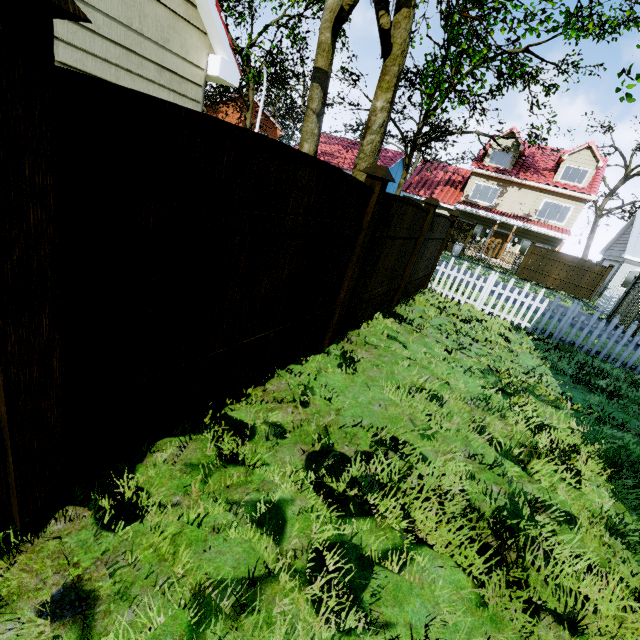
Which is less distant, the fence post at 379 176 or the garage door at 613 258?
the fence post at 379 176

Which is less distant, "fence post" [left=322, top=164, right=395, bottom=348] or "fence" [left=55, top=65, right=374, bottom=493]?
"fence" [left=55, top=65, right=374, bottom=493]

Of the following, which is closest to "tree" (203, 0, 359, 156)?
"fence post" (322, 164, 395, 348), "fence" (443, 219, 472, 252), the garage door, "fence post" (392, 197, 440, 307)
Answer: "fence post" (392, 197, 440, 307)

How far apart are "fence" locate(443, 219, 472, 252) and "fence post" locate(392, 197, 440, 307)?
19.14m

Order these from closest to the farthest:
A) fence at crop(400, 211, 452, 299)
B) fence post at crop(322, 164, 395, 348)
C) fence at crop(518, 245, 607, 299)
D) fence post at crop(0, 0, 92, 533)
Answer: fence post at crop(0, 0, 92, 533) → fence post at crop(322, 164, 395, 348) → fence at crop(400, 211, 452, 299) → fence at crop(518, 245, 607, 299)

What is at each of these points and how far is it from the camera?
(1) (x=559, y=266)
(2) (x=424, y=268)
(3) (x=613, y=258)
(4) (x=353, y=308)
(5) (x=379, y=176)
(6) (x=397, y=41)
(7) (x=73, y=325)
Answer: (1) fence, 20.84m
(2) fence, 8.28m
(3) garage door, 24.77m
(4) fence, 4.69m
(5) fence post, 3.37m
(6) tree, 6.30m
(7) fence, 1.41m

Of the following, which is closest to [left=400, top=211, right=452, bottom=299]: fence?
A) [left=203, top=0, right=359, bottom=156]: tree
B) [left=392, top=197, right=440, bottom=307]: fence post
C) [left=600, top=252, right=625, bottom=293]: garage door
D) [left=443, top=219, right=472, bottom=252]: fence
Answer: [left=392, top=197, right=440, bottom=307]: fence post

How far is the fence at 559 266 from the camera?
20.2m
